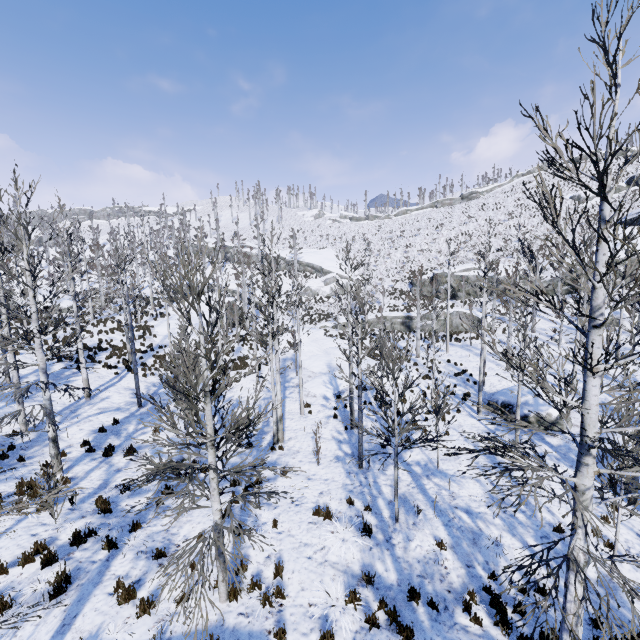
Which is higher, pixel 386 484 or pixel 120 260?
pixel 120 260

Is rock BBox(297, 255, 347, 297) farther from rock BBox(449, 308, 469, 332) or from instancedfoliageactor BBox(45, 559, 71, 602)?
instancedfoliageactor BBox(45, 559, 71, 602)

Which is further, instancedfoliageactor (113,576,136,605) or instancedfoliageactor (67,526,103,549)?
instancedfoliageactor (67,526,103,549)

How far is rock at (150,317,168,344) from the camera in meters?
27.0

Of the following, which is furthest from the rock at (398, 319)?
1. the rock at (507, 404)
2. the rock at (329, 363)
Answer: the rock at (507, 404)

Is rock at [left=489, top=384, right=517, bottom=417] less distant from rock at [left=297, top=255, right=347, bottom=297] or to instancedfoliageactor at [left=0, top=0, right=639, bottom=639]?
instancedfoliageactor at [left=0, top=0, right=639, bottom=639]

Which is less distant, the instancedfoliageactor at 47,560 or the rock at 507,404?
the instancedfoliageactor at 47,560

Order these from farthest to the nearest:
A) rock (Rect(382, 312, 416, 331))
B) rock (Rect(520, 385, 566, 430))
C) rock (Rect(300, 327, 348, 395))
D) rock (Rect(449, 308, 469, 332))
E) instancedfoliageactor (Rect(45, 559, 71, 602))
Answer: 1. rock (Rect(382, 312, 416, 331))
2. rock (Rect(449, 308, 469, 332))
3. rock (Rect(300, 327, 348, 395))
4. rock (Rect(520, 385, 566, 430))
5. instancedfoliageactor (Rect(45, 559, 71, 602))
